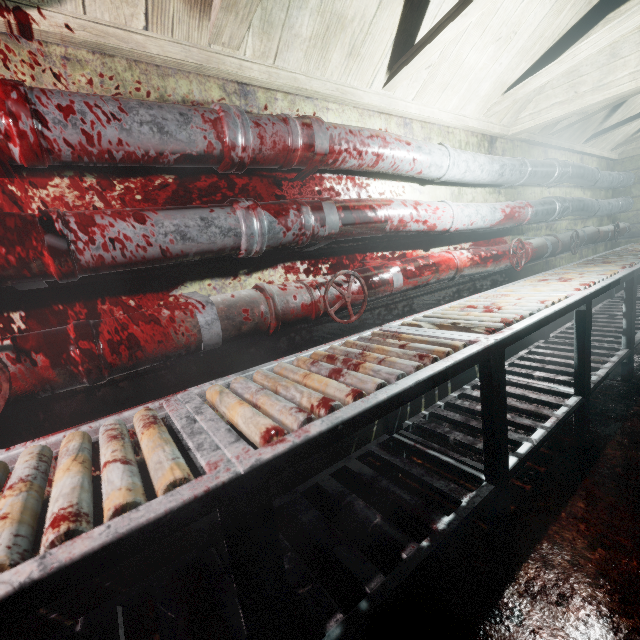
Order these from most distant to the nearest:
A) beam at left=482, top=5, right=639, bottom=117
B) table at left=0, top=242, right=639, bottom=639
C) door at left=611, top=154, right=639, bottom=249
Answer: door at left=611, top=154, right=639, bottom=249
beam at left=482, top=5, right=639, bottom=117
table at left=0, top=242, right=639, bottom=639

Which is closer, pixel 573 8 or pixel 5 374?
pixel 5 374

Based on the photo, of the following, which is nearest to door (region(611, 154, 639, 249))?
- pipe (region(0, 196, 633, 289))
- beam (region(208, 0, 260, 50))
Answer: pipe (region(0, 196, 633, 289))

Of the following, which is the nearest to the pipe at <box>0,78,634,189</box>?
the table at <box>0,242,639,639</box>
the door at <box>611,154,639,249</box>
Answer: the door at <box>611,154,639,249</box>

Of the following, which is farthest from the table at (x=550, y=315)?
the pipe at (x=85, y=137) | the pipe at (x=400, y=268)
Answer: the pipe at (x=85, y=137)

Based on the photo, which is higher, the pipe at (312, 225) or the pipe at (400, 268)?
the pipe at (312, 225)

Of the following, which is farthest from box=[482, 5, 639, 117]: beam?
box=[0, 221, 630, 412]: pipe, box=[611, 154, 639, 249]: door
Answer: box=[611, 154, 639, 249]: door

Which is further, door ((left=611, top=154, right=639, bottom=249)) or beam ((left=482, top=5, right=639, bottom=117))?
door ((left=611, top=154, right=639, bottom=249))
